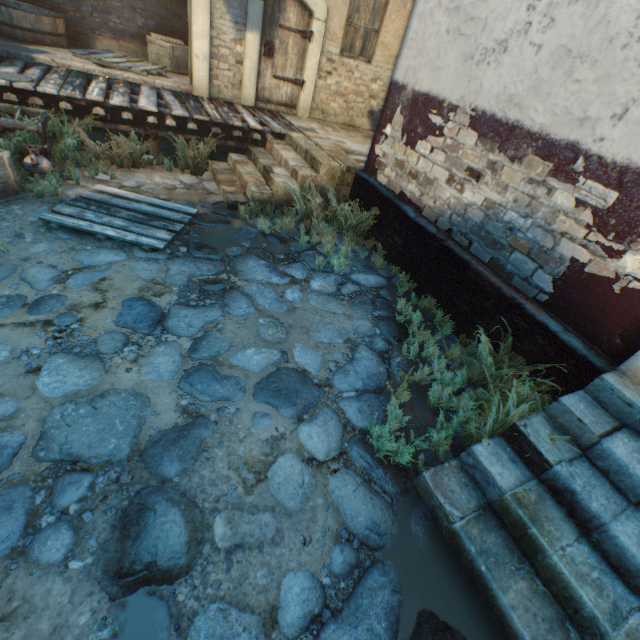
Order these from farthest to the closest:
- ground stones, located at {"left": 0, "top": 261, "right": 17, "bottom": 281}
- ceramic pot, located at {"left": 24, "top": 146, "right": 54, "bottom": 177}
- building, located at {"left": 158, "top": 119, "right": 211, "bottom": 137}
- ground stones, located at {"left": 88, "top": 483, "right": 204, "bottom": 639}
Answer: building, located at {"left": 158, "top": 119, "right": 211, "bottom": 137} < ceramic pot, located at {"left": 24, "top": 146, "right": 54, "bottom": 177} < ground stones, located at {"left": 0, "top": 261, "right": 17, "bottom": 281} < ground stones, located at {"left": 88, "top": 483, "right": 204, "bottom": 639}

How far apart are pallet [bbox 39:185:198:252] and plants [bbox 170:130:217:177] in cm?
135

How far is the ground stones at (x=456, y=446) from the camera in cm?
297

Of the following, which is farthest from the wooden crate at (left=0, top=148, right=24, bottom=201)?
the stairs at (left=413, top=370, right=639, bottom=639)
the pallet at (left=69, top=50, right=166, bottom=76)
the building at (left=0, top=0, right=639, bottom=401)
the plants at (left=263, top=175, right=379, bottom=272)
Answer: the stairs at (left=413, top=370, right=639, bottom=639)

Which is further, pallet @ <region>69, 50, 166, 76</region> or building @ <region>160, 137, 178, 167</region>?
building @ <region>160, 137, 178, 167</region>

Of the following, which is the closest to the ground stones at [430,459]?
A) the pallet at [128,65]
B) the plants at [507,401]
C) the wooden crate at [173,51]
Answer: the plants at [507,401]

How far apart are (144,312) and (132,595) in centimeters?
241cm

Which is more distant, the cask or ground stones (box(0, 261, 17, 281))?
the cask
